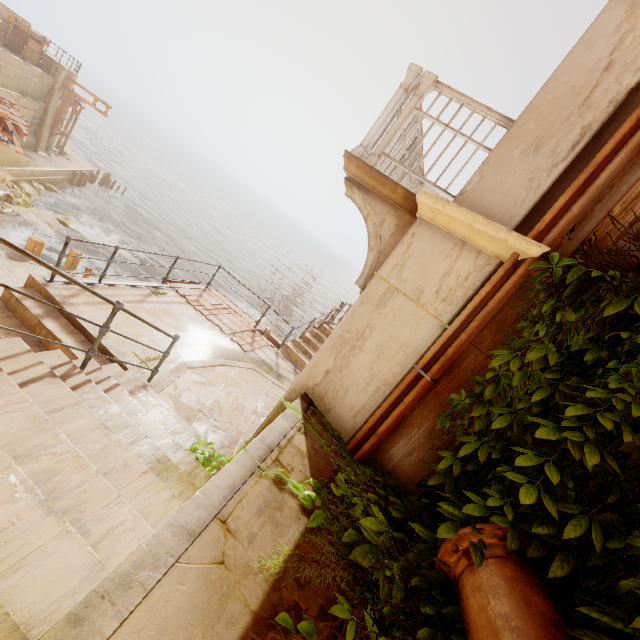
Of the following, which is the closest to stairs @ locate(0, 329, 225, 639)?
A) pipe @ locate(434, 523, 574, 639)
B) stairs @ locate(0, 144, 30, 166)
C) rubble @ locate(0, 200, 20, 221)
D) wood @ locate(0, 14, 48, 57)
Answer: pipe @ locate(434, 523, 574, 639)

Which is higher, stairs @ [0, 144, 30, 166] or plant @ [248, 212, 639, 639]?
plant @ [248, 212, 639, 639]

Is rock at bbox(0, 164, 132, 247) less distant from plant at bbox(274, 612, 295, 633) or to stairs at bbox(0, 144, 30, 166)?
stairs at bbox(0, 144, 30, 166)

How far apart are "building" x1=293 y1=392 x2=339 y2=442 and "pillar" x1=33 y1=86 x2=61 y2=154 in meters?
35.5

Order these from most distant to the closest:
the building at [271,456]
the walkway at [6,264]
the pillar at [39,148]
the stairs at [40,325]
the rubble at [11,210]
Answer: the pillar at [39,148] < the rubble at [11,210] < the walkway at [6,264] < the stairs at [40,325] < the building at [271,456]

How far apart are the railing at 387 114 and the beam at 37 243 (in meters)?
14.85

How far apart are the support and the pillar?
34.4 meters

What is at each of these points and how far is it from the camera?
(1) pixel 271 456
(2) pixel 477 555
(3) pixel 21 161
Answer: (1) building, 2.4m
(2) plant, 2.0m
(3) stairs, 21.9m
